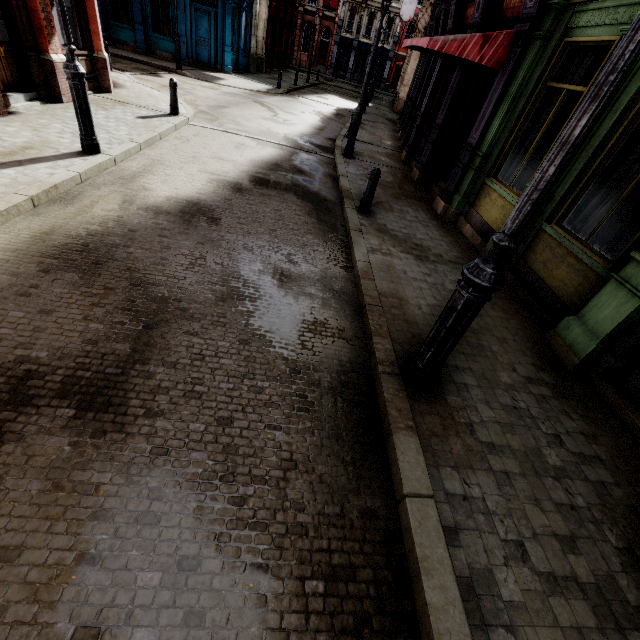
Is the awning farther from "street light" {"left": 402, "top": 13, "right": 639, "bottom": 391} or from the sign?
the sign

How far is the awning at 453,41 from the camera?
6.6m

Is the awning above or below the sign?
below

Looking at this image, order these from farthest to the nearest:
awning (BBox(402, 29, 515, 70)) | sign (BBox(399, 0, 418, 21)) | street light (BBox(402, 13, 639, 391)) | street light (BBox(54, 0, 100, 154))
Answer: sign (BBox(399, 0, 418, 21)) → awning (BBox(402, 29, 515, 70)) → street light (BBox(54, 0, 100, 154)) → street light (BBox(402, 13, 639, 391))

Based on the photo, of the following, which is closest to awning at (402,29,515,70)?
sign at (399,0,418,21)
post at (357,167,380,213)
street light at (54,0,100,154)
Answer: post at (357,167,380,213)

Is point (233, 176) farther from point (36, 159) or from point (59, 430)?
point (59, 430)

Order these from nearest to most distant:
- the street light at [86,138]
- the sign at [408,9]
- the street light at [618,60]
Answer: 1. the street light at [618,60]
2. the street light at [86,138]
3. the sign at [408,9]

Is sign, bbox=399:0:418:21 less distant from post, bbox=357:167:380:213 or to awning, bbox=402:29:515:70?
awning, bbox=402:29:515:70
